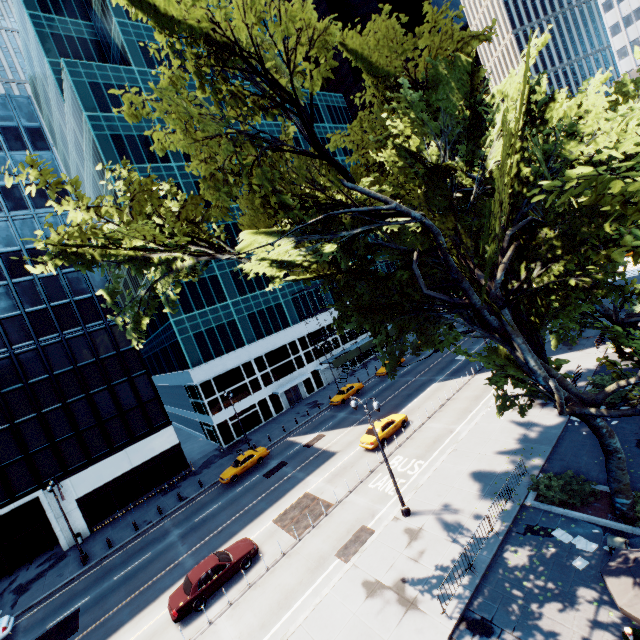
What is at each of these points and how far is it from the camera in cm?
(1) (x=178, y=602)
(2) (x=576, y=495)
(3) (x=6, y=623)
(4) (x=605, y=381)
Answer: (1) vehicle, 1742
(2) bush, 1545
(3) vehicle, 2153
(4) bush, 2338

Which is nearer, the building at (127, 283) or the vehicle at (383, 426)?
the vehicle at (383, 426)

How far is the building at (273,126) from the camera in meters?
53.0

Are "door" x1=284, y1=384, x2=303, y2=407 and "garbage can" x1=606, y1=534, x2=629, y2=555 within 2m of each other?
no

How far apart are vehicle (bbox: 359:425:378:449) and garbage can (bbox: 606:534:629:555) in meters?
→ 15.7

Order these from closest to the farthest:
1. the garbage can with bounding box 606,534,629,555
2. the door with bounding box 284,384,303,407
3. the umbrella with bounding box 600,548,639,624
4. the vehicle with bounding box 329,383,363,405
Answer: the umbrella with bounding box 600,548,639,624 < the garbage can with bounding box 606,534,629,555 < the vehicle with bounding box 329,383,363,405 < the door with bounding box 284,384,303,407

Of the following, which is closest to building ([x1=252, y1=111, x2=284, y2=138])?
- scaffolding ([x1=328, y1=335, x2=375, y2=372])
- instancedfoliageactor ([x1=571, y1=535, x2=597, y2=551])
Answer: scaffolding ([x1=328, y1=335, x2=375, y2=372])

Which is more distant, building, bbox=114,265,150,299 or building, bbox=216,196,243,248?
building, bbox=216,196,243,248
